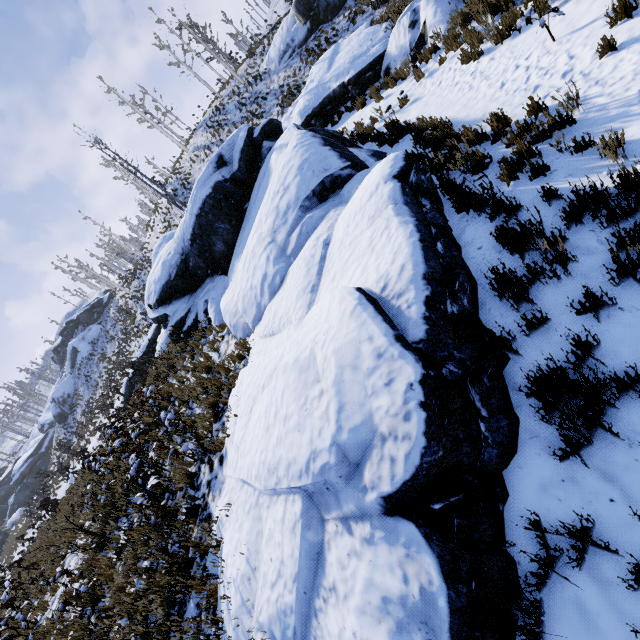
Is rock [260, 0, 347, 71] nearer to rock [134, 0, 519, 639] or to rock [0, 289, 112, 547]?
rock [134, 0, 519, 639]

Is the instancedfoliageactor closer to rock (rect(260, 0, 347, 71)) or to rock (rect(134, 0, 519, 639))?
rock (rect(134, 0, 519, 639))

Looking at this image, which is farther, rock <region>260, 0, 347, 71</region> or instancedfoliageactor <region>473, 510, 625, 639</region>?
rock <region>260, 0, 347, 71</region>

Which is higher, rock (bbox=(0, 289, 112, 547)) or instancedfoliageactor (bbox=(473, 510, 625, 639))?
rock (bbox=(0, 289, 112, 547))

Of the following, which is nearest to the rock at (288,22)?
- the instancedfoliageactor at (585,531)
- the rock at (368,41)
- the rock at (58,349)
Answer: the rock at (368,41)

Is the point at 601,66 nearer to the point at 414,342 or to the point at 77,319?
the point at 414,342

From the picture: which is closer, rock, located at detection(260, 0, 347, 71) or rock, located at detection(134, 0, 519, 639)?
rock, located at detection(134, 0, 519, 639)

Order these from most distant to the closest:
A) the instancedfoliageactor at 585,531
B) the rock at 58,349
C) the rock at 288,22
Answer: the rock at 58,349, the rock at 288,22, the instancedfoliageactor at 585,531
